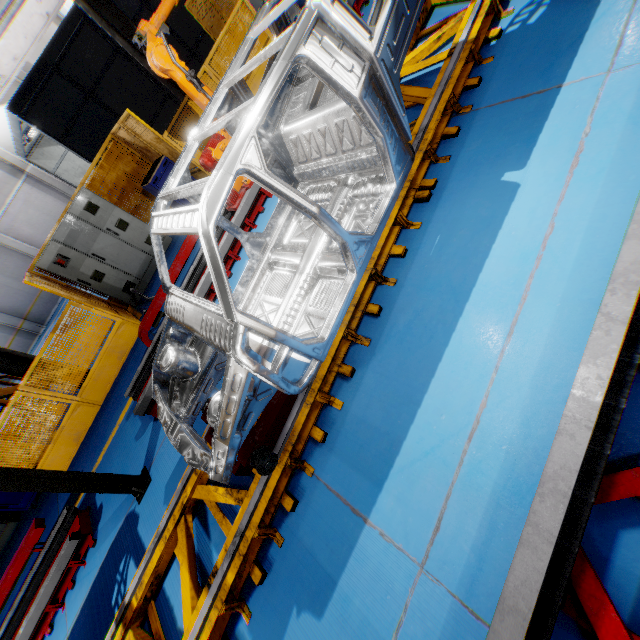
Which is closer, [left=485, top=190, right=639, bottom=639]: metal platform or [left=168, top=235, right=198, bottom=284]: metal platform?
[left=485, top=190, right=639, bottom=639]: metal platform

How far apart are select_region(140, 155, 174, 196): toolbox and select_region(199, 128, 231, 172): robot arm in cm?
262

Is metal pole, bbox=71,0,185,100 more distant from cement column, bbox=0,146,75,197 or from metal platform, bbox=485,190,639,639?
cement column, bbox=0,146,75,197

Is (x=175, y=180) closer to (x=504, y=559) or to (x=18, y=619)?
(x=504, y=559)

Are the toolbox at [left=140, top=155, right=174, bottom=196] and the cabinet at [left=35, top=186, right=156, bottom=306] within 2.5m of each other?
yes

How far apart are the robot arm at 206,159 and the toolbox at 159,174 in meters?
2.6 m

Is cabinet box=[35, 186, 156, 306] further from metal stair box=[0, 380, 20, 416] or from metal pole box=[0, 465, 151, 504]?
metal pole box=[0, 465, 151, 504]

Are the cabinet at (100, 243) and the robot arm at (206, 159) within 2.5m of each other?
no
